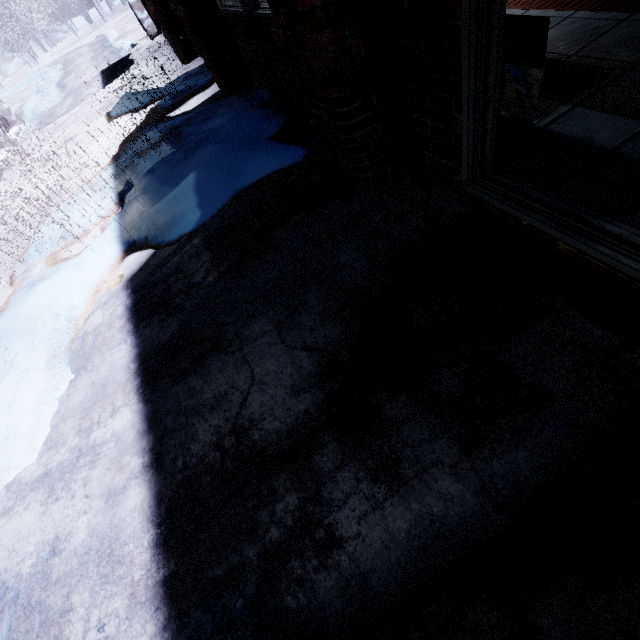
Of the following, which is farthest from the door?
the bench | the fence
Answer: the fence

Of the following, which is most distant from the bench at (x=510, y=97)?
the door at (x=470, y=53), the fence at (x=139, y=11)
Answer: the fence at (x=139, y=11)

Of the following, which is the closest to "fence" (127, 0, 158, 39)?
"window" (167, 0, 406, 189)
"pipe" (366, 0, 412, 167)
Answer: "window" (167, 0, 406, 189)

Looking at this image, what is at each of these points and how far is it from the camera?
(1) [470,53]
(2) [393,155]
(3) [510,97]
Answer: (1) door, 1.17m
(2) pipe, 1.77m
(3) bench, 1.36m

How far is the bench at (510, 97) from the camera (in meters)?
1.14

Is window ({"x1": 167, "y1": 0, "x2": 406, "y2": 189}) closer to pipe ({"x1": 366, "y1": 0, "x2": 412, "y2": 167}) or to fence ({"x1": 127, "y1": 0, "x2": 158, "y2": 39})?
pipe ({"x1": 366, "y1": 0, "x2": 412, "y2": 167})
